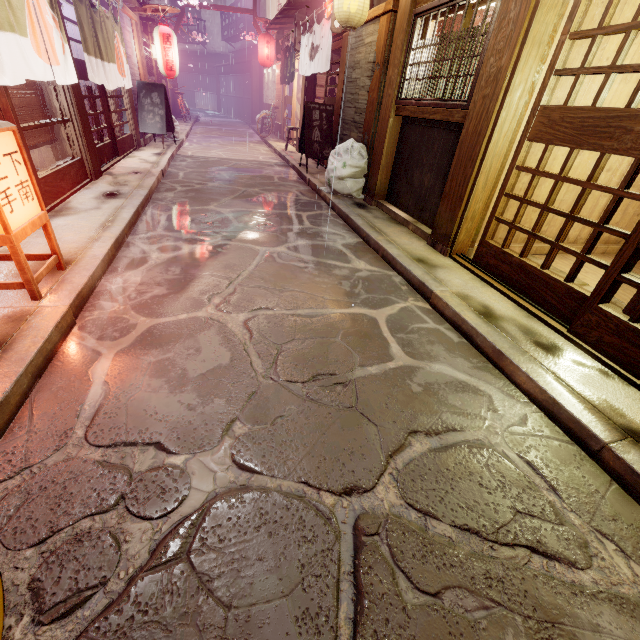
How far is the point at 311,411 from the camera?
3.7 meters

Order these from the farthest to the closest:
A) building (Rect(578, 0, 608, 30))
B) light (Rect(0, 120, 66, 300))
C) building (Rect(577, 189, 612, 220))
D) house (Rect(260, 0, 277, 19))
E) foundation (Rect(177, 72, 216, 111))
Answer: foundation (Rect(177, 72, 216, 111))
house (Rect(260, 0, 277, 19))
building (Rect(577, 189, 612, 220))
building (Rect(578, 0, 608, 30))
light (Rect(0, 120, 66, 300))

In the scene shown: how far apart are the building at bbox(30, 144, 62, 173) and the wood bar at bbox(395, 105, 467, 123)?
10.0 meters

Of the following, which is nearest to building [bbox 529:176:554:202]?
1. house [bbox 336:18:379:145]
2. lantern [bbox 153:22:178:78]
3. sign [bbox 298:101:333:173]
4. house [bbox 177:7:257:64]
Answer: house [bbox 336:18:379:145]

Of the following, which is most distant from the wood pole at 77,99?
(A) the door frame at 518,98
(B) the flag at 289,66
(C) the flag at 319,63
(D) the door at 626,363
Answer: (B) the flag at 289,66

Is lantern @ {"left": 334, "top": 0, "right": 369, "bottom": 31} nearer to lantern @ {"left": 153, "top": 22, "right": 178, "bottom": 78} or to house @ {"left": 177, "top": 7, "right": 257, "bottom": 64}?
house @ {"left": 177, "top": 7, "right": 257, "bottom": 64}

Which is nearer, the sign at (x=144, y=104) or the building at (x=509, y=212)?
the building at (x=509, y=212)

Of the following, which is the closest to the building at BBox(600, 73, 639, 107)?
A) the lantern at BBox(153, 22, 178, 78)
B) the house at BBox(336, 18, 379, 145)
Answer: the house at BBox(336, 18, 379, 145)
